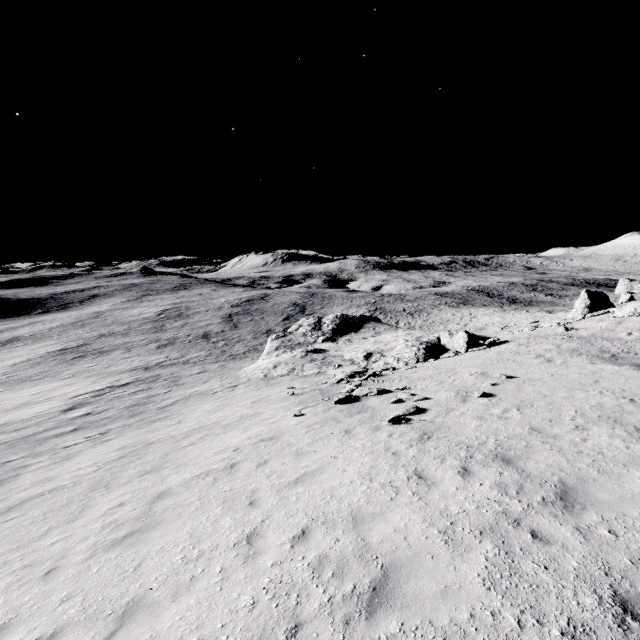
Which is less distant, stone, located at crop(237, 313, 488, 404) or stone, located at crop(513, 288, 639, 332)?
stone, located at crop(513, 288, 639, 332)

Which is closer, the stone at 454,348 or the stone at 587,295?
the stone at 587,295

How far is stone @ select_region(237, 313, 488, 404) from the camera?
25.9m

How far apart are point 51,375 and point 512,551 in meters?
50.5

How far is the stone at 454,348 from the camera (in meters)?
25.92

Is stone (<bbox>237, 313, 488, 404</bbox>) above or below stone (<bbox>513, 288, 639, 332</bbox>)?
below
